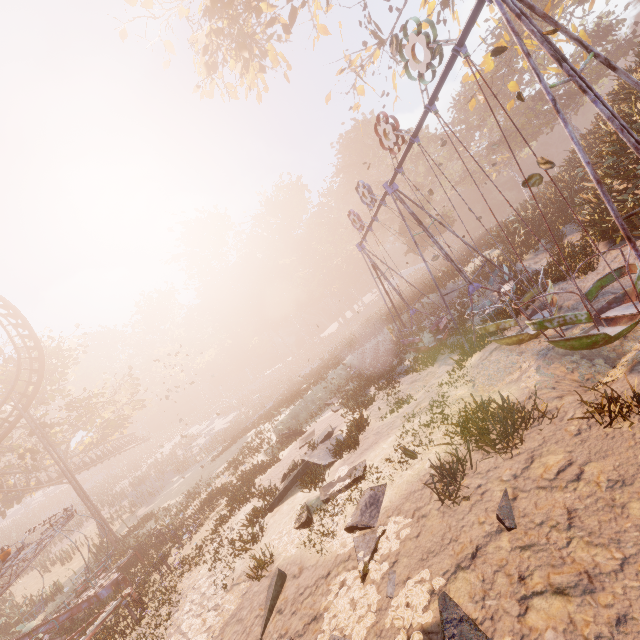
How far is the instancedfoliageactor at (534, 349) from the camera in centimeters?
809cm

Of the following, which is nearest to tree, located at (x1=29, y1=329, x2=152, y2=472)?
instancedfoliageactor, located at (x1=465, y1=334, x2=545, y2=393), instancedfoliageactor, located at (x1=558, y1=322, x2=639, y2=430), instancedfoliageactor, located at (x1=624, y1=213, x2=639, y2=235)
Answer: instancedfoliageactor, located at (x1=465, y1=334, x2=545, y2=393)

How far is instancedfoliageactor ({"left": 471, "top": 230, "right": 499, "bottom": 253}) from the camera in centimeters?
2163cm

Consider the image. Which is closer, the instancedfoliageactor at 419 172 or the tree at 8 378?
the tree at 8 378

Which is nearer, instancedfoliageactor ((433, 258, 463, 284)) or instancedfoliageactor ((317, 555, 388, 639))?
instancedfoliageactor ((317, 555, 388, 639))

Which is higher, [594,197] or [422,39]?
[422,39]
